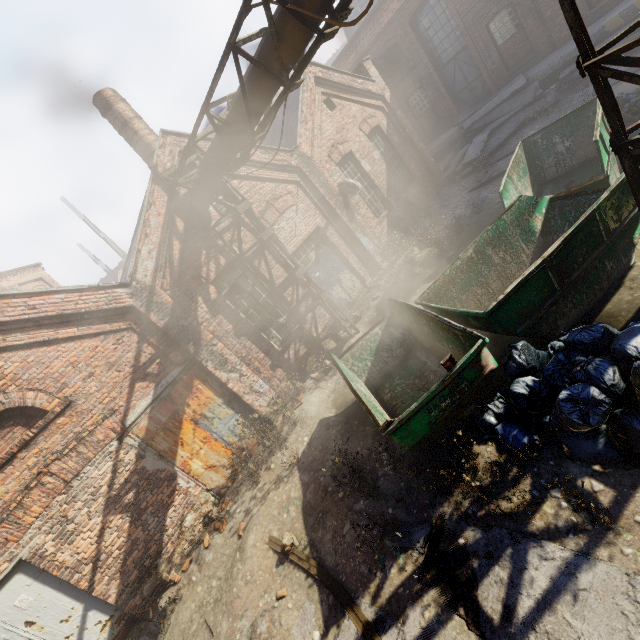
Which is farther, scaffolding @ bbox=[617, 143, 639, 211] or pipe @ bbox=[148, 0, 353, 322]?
pipe @ bbox=[148, 0, 353, 322]

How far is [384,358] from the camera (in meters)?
7.10

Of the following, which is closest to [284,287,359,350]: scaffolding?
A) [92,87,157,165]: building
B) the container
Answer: the container

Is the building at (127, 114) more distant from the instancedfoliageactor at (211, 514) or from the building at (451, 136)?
the building at (451, 136)

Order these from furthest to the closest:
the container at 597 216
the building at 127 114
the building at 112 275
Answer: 1. the building at 112 275
2. the building at 127 114
3. the container at 597 216

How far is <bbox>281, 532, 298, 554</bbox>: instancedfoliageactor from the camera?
5.3m

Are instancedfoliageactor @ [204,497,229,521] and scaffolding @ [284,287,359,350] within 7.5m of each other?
yes

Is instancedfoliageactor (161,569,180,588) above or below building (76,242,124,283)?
below
